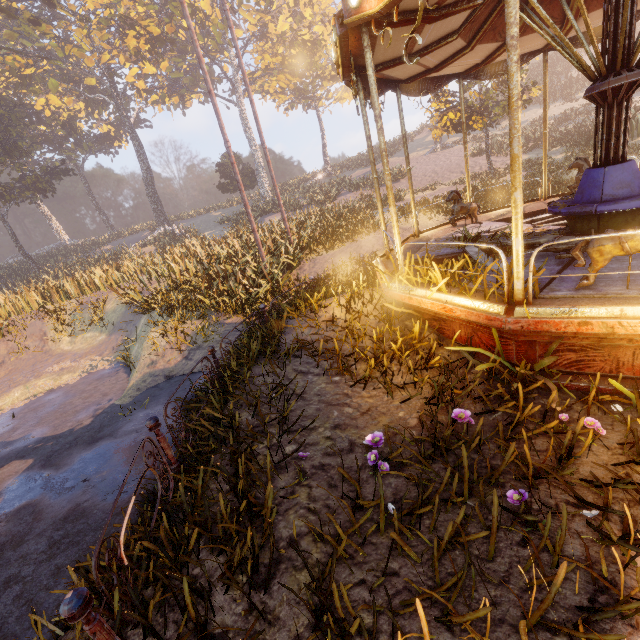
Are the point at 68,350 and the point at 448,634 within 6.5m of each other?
no

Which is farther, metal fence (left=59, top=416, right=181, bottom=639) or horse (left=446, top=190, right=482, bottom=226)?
horse (left=446, top=190, right=482, bottom=226)

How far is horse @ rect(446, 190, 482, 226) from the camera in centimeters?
757cm

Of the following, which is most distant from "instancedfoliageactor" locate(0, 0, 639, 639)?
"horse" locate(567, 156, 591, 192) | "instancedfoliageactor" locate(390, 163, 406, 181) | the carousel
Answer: "horse" locate(567, 156, 591, 192)

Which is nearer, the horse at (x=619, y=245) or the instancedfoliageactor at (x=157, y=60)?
the instancedfoliageactor at (x=157, y=60)

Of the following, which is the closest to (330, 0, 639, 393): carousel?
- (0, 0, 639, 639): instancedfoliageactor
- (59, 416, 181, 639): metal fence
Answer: (0, 0, 639, 639): instancedfoliageactor

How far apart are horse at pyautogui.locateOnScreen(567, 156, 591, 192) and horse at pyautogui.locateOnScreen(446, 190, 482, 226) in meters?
2.0 m

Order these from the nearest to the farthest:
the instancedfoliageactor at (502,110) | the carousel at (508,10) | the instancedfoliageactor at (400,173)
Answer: the carousel at (508,10)
the instancedfoliageactor at (502,110)
the instancedfoliageactor at (400,173)
